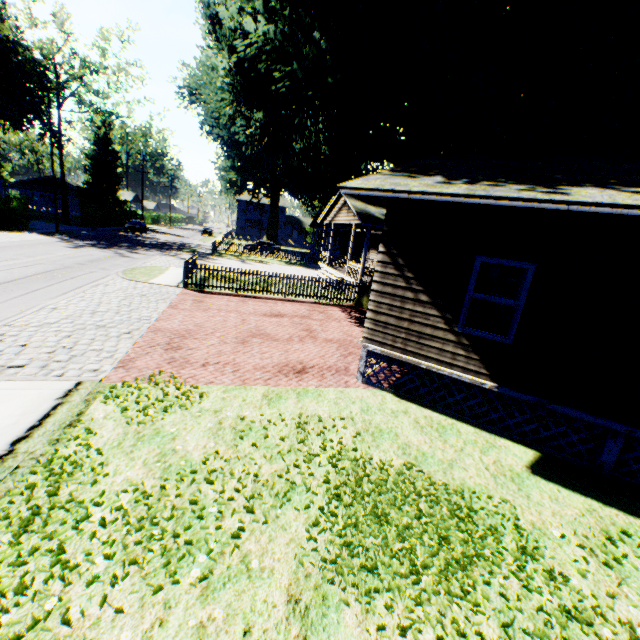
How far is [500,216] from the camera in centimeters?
613cm

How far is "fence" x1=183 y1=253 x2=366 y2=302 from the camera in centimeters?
1573cm

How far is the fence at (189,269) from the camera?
15.73m

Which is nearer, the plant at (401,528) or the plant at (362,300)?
the plant at (401,528)

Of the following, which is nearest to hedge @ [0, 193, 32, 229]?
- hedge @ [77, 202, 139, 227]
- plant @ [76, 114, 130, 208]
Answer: hedge @ [77, 202, 139, 227]

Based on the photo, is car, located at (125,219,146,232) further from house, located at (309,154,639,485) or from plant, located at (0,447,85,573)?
house, located at (309,154,639,485)

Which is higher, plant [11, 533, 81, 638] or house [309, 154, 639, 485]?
house [309, 154, 639, 485]

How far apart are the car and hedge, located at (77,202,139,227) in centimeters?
274cm
